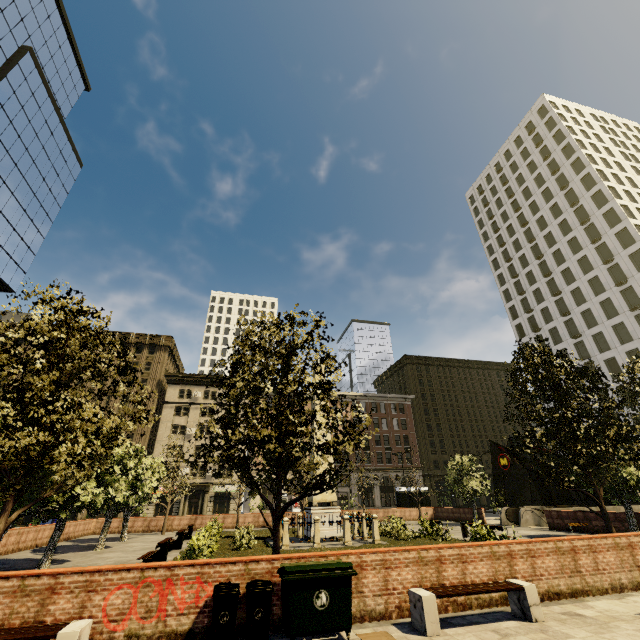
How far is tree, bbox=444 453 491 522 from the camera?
28.9m

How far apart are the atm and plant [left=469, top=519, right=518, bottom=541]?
22.5 meters

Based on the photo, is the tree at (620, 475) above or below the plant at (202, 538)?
above

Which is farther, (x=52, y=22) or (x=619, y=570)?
(x=52, y=22)

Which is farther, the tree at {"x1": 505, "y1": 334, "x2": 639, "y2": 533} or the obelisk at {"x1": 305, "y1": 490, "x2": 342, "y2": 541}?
the obelisk at {"x1": 305, "y1": 490, "x2": 342, "y2": 541}

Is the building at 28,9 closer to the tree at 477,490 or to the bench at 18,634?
the tree at 477,490

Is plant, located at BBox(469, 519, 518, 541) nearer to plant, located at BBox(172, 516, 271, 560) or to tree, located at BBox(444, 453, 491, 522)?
plant, located at BBox(172, 516, 271, 560)

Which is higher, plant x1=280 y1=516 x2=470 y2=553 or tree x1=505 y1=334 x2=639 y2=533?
tree x1=505 y1=334 x2=639 y2=533
